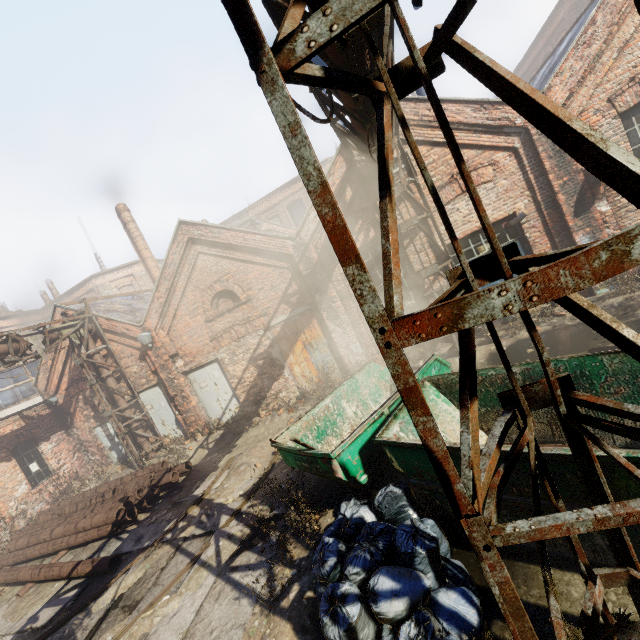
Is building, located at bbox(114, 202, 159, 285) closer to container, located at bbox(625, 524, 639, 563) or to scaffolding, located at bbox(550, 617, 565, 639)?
container, located at bbox(625, 524, 639, 563)

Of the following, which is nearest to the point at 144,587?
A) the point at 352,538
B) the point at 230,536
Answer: the point at 230,536

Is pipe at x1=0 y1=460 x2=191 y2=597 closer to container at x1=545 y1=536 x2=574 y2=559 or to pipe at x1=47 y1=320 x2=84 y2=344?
pipe at x1=47 y1=320 x2=84 y2=344

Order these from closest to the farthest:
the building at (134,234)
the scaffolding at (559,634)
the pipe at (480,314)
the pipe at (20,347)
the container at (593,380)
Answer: the pipe at (480,314), the scaffolding at (559,634), the container at (593,380), the pipe at (20,347), the building at (134,234)

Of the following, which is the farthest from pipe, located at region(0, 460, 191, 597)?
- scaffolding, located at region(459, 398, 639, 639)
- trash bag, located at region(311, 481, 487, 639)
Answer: scaffolding, located at region(459, 398, 639, 639)

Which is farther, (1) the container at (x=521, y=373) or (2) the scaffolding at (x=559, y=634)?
(1) the container at (x=521, y=373)

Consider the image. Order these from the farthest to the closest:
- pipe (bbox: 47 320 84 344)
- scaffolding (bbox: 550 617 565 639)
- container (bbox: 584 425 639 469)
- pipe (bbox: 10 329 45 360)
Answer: pipe (bbox: 47 320 84 344), pipe (bbox: 10 329 45 360), container (bbox: 584 425 639 469), scaffolding (bbox: 550 617 565 639)

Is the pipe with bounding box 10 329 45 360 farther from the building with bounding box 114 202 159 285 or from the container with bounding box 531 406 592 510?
the building with bounding box 114 202 159 285
